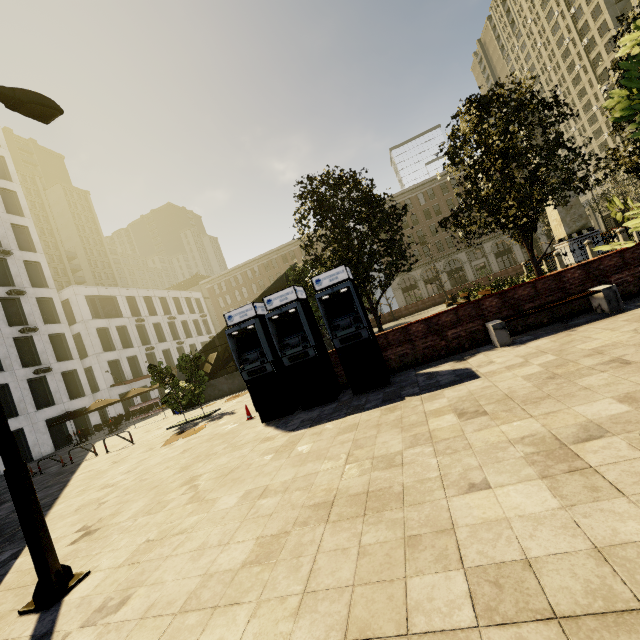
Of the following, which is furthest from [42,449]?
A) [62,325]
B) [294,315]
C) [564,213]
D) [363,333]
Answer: [564,213]

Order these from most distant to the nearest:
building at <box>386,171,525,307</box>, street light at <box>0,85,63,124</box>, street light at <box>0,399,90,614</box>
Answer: building at <box>386,171,525,307</box> < street light at <box>0,85,63,124</box> < street light at <box>0,399,90,614</box>

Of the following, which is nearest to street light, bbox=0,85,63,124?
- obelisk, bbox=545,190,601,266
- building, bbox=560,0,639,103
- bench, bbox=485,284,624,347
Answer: bench, bbox=485,284,624,347

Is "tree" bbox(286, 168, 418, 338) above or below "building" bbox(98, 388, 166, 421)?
above

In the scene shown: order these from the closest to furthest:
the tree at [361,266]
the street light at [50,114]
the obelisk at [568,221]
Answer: the street light at [50,114]
the tree at [361,266]
the obelisk at [568,221]

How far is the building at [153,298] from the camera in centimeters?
3566cm

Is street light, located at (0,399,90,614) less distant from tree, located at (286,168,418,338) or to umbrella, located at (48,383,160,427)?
tree, located at (286,168,418,338)

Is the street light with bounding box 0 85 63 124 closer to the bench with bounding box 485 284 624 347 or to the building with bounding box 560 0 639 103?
the bench with bounding box 485 284 624 347
